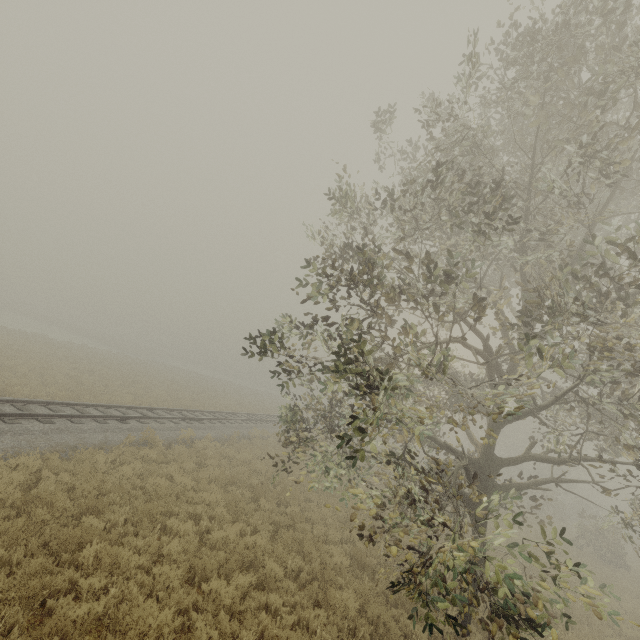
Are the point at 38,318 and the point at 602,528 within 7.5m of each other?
no
